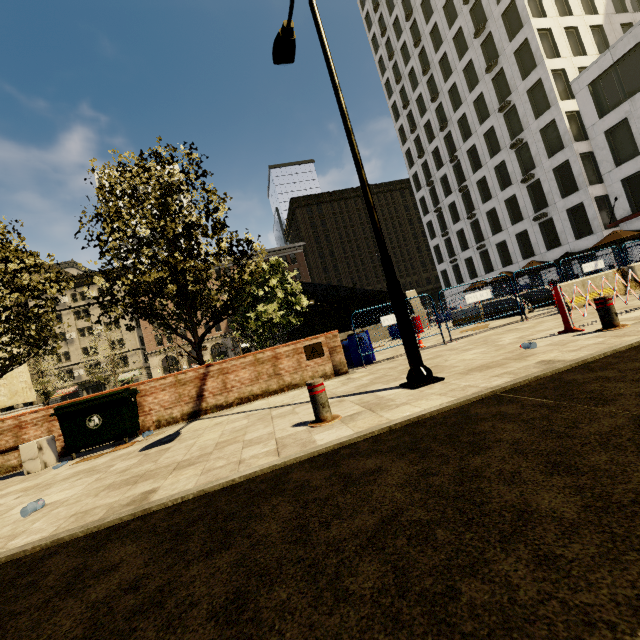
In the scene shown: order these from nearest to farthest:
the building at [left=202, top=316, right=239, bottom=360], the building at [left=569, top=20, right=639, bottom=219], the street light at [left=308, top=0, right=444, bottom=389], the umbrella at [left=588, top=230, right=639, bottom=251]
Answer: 1. the street light at [left=308, top=0, right=444, bottom=389]
2. the umbrella at [left=588, top=230, right=639, bottom=251]
3. the building at [left=569, top=20, right=639, bottom=219]
4. the building at [left=202, top=316, right=239, bottom=360]

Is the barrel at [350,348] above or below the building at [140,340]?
below

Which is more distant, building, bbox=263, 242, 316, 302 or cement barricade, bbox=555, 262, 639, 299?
building, bbox=263, 242, 316, 302

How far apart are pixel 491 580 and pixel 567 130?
37.7m

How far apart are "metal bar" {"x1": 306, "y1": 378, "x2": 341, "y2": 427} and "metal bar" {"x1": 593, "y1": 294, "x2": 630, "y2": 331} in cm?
455

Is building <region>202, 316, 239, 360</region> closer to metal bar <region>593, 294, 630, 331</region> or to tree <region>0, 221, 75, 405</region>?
tree <region>0, 221, 75, 405</region>

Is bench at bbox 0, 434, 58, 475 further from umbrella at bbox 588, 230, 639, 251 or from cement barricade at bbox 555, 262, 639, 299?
umbrella at bbox 588, 230, 639, 251

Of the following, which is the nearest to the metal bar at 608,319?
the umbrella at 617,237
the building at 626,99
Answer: the umbrella at 617,237
